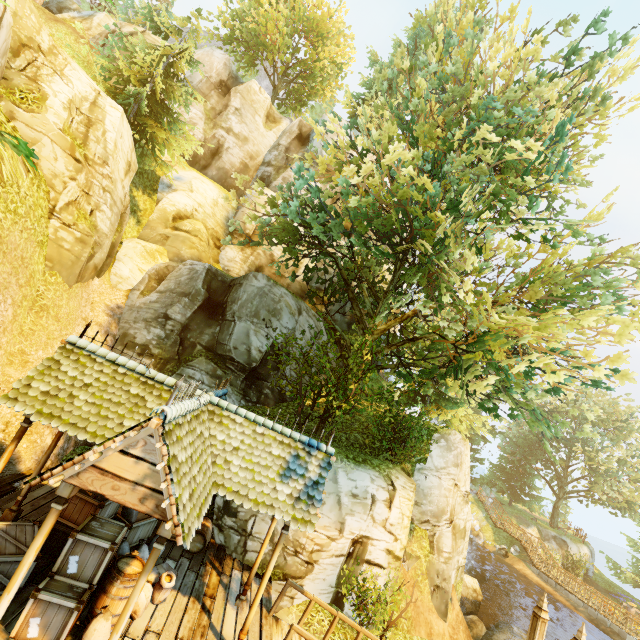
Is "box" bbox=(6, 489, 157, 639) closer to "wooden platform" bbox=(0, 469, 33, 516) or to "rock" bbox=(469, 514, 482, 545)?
"wooden platform" bbox=(0, 469, 33, 516)

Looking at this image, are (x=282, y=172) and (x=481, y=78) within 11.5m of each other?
no

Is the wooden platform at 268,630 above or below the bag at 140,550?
below

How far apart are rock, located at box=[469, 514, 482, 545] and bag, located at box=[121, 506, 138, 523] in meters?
35.7

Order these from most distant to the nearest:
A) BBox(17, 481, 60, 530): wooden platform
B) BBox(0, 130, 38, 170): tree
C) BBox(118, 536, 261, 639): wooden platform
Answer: BBox(17, 481, 60, 530): wooden platform < BBox(118, 536, 261, 639): wooden platform < BBox(0, 130, 38, 170): tree

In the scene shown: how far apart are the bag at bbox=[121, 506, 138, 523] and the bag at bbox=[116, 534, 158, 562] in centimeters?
87cm

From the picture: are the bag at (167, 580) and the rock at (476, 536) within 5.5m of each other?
no

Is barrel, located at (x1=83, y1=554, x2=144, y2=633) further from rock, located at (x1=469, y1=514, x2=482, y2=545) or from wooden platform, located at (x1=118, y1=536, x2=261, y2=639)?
rock, located at (x1=469, y1=514, x2=482, y2=545)
